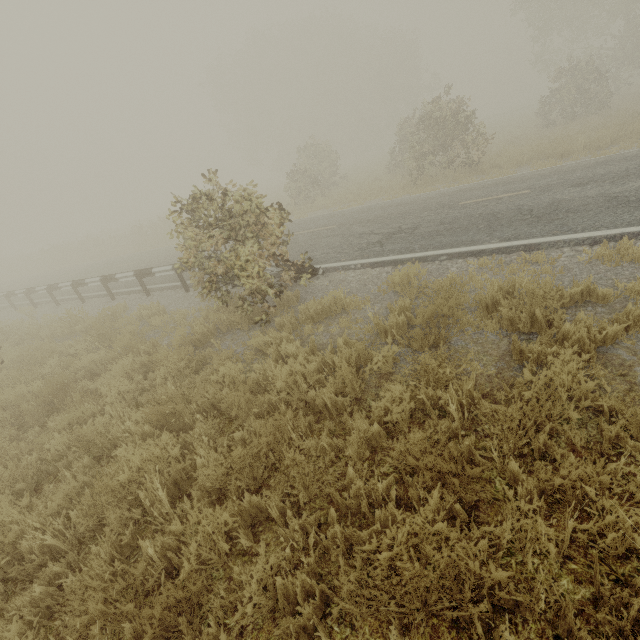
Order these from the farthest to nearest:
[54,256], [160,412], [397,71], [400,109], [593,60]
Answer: [400,109], [397,71], [54,256], [593,60], [160,412]
